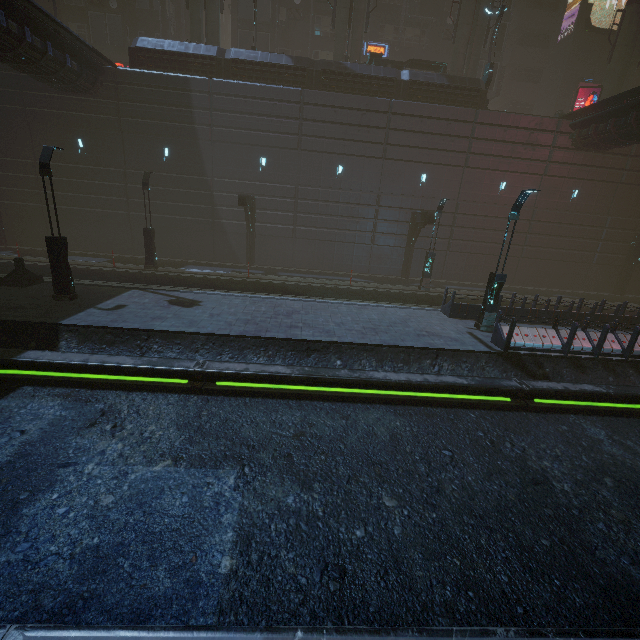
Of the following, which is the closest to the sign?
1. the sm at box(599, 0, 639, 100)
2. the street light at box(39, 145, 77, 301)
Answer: the sm at box(599, 0, 639, 100)

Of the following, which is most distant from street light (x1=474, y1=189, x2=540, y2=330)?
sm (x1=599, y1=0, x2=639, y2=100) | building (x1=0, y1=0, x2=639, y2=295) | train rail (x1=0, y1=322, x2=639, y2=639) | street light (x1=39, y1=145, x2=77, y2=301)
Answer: sm (x1=599, y1=0, x2=639, y2=100)

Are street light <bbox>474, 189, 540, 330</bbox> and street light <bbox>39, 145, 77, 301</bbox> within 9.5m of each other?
no

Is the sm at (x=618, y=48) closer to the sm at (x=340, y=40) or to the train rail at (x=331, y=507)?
the sm at (x=340, y=40)

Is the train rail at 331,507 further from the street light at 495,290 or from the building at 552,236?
the street light at 495,290

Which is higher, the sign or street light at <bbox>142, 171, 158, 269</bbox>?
the sign

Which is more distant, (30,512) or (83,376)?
(83,376)

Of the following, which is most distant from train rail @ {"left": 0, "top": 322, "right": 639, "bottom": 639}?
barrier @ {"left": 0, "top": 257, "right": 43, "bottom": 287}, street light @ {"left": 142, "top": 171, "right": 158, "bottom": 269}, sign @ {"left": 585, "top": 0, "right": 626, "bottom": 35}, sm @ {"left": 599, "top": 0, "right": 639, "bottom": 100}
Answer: sign @ {"left": 585, "top": 0, "right": 626, "bottom": 35}
